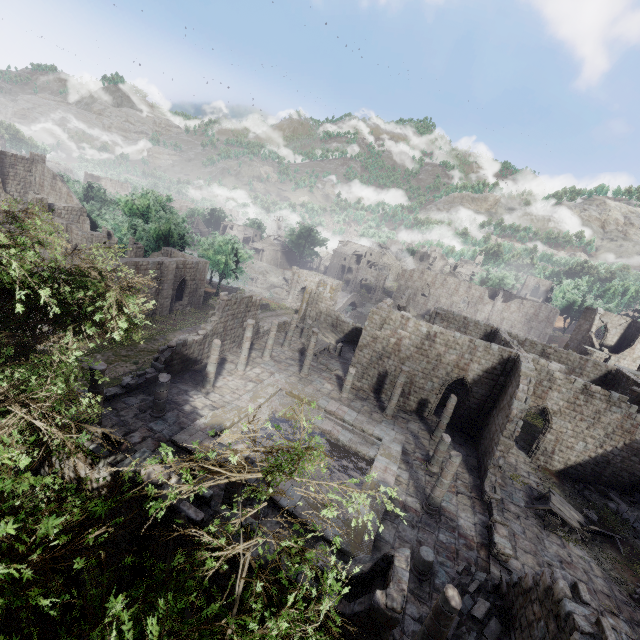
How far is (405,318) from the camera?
24.0m

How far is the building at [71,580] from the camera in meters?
9.1 m

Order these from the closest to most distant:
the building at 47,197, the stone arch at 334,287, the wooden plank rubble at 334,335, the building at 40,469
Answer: the building at 40,469 → the wooden plank rubble at 334,335 → the building at 47,197 → the stone arch at 334,287

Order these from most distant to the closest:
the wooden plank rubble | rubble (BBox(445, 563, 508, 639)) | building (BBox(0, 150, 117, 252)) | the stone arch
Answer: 1. the stone arch
2. building (BBox(0, 150, 117, 252))
3. the wooden plank rubble
4. rubble (BBox(445, 563, 508, 639))

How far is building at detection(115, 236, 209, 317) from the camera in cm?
3000

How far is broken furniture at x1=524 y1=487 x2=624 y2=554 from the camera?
16.4m

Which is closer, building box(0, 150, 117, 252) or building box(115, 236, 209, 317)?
building box(115, 236, 209, 317)

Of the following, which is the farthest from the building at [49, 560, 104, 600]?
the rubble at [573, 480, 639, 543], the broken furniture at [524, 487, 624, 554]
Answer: the broken furniture at [524, 487, 624, 554]
